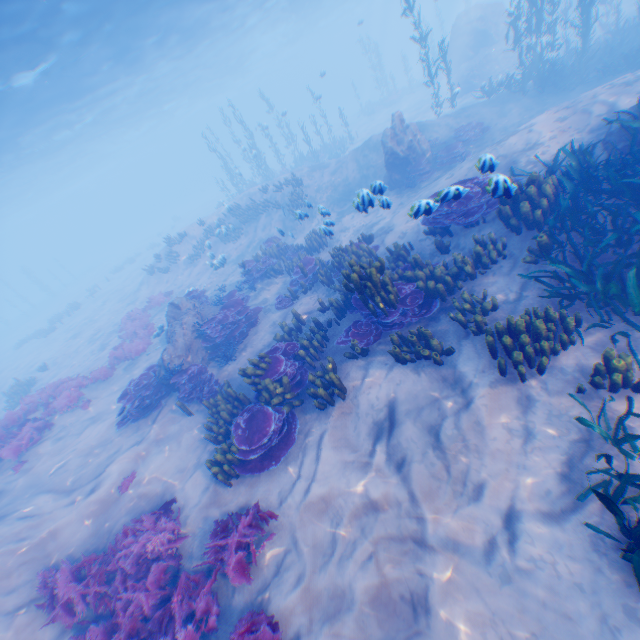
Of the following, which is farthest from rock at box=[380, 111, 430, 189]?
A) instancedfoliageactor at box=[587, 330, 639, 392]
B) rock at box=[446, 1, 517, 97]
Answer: instancedfoliageactor at box=[587, 330, 639, 392]

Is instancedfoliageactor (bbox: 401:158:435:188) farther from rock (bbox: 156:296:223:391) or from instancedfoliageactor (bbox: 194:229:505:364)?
rock (bbox: 156:296:223:391)

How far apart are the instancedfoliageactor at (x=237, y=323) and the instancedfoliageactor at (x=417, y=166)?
7.5m

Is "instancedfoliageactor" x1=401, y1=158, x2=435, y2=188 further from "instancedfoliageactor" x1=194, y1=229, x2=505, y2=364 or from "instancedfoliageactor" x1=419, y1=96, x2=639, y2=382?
"instancedfoliageactor" x1=419, y1=96, x2=639, y2=382

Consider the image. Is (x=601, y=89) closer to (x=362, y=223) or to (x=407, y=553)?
(x=362, y=223)

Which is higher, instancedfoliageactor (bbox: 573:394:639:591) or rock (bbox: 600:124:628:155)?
rock (bbox: 600:124:628:155)

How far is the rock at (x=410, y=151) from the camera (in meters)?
14.34

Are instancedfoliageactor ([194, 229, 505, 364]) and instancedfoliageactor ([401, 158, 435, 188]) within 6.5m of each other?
no
